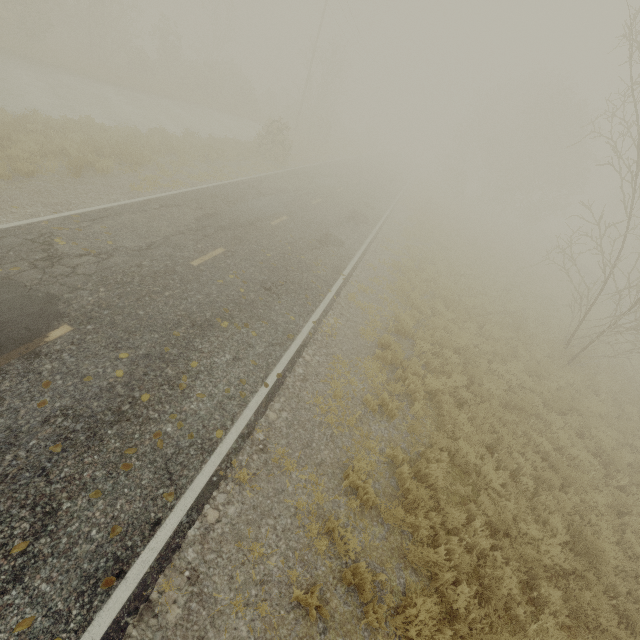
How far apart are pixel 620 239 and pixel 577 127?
16.8 meters
